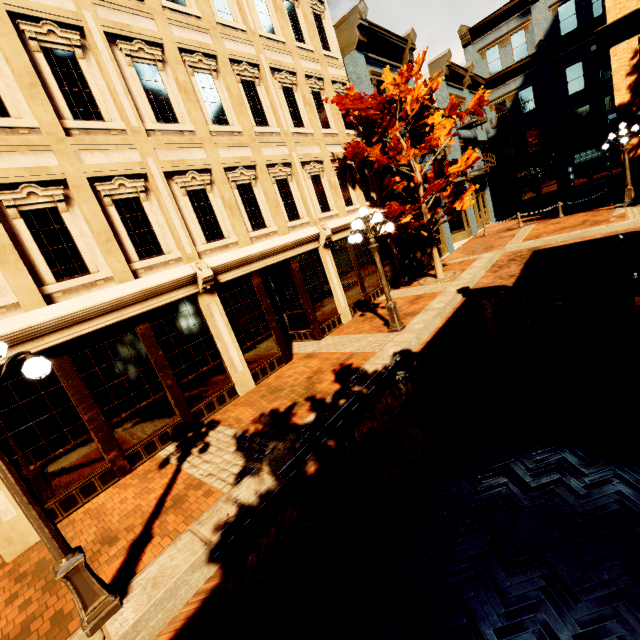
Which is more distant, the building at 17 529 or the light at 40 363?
the building at 17 529

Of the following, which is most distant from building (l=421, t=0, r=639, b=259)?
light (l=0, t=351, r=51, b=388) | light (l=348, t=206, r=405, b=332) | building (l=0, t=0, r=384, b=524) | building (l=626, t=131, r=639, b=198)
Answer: light (l=0, t=351, r=51, b=388)

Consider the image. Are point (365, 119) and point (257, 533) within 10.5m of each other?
no

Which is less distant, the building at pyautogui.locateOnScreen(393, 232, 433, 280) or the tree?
the tree

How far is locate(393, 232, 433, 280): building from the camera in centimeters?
1531cm

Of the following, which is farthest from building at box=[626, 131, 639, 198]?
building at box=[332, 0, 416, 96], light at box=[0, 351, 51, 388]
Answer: light at box=[0, 351, 51, 388]

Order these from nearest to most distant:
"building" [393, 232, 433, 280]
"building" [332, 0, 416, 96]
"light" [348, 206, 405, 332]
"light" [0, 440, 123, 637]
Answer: "light" [0, 440, 123, 637] → "light" [348, 206, 405, 332] → "building" [332, 0, 416, 96] → "building" [393, 232, 433, 280]

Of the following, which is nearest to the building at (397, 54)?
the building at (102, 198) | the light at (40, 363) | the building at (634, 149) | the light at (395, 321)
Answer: the building at (102, 198)
